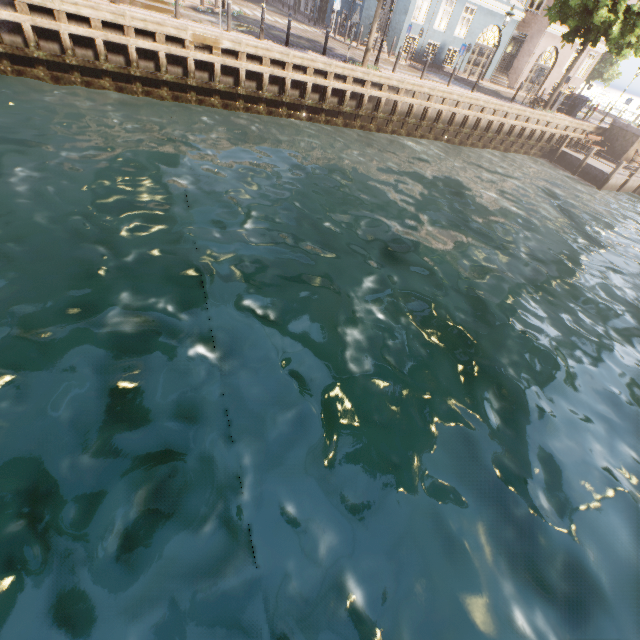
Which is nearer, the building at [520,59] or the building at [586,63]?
the building at [520,59]

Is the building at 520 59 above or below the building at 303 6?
above

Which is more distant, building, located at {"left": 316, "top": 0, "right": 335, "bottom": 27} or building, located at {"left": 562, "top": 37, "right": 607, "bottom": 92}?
building, located at {"left": 562, "top": 37, "right": 607, "bottom": 92}

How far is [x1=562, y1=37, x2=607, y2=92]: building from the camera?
27.69m

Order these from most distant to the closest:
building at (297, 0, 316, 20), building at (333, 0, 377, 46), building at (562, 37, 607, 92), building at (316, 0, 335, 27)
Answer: building at (297, 0, 316, 20) < building at (562, 37, 607, 92) < building at (316, 0, 335, 27) < building at (333, 0, 377, 46)

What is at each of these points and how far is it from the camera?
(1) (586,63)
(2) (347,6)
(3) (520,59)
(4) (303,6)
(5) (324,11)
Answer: (1) building, 28.6 meters
(2) building, 24.7 meters
(3) building, 26.7 meters
(4) building, 32.2 meters
(5) building, 28.3 meters
